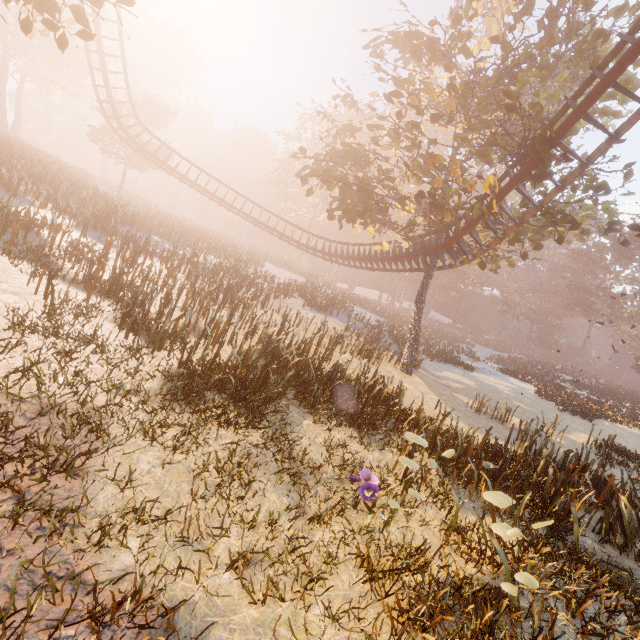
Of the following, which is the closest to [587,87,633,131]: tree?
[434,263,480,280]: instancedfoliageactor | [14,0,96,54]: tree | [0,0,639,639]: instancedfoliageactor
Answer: [0,0,639,639]: instancedfoliageactor

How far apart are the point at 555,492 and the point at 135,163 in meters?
46.6 m

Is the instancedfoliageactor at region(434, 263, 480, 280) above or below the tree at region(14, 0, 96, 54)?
above

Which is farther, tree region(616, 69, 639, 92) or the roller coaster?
tree region(616, 69, 639, 92)

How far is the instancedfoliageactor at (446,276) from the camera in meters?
55.2 m

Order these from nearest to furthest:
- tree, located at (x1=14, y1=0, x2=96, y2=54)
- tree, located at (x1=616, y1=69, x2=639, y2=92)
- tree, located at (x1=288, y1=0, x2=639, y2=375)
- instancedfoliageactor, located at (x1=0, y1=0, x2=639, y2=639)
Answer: instancedfoliageactor, located at (x1=0, y1=0, x2=639, y2=639) → tree, located at (x1=14, y1=0, x2=96, y2=54) → tree, located at (x1=288, y1=0, x2=639, y2=375) → tree, located at (x1=616, y1=69, x2=639, y2=92)

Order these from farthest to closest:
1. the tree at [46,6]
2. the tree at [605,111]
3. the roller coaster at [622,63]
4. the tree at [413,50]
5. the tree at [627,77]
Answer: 1. the tree at [605,111]
2. the tree at [627,77]
3. the tree at [413,50]
4. the roller coaster at [622,63]
5. the tree at [46,6]

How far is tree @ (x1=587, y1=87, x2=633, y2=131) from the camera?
13.68m
